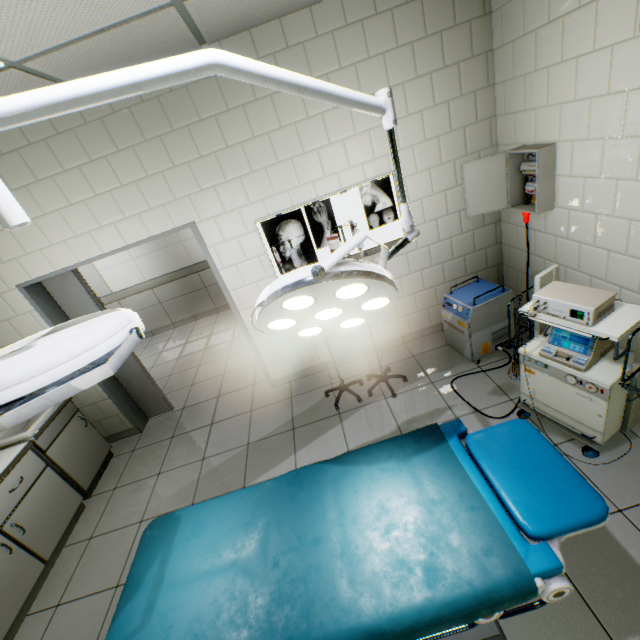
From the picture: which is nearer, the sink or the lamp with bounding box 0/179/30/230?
the lamp with bounding box 0/179/30/230

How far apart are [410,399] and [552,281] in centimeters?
161cm

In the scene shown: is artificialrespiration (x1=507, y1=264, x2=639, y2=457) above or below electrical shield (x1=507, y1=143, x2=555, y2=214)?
below

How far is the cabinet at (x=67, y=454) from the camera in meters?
3.2 m

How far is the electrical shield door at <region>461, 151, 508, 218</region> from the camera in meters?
2.8

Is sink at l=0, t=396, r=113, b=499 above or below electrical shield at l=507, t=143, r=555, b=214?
below

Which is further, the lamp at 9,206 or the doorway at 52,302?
the doorway at 52,302

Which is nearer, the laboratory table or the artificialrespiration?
the artificialrespiration
